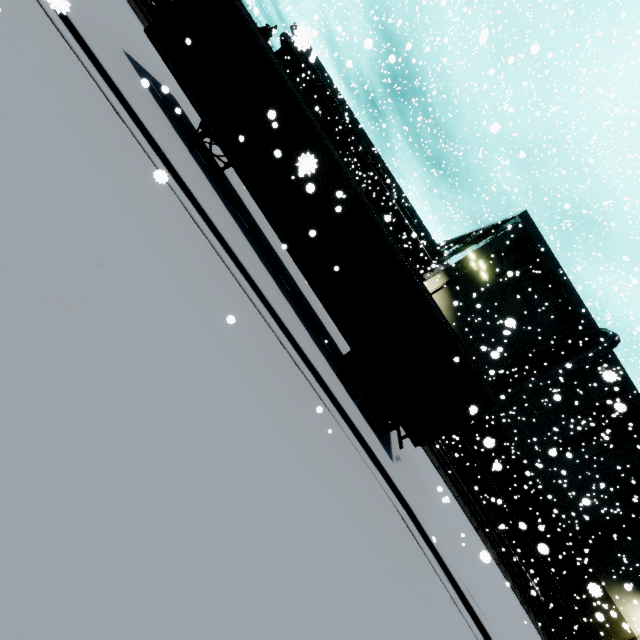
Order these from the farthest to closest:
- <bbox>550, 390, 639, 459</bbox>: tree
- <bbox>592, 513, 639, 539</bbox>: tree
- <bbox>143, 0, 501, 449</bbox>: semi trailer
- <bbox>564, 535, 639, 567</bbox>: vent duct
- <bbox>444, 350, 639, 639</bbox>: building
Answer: <bbox>592, 513, 639, 539</bbox>: tree → <bbox>564, 535, 639, 567</bbox>: vent duct → <bbox>444, 350, 639, 639</bbox>: building → <bbox>550, 390, 639, 459</bbox>: tree → <bbox>143, 0, 501, 449</bbox>: semi trailer

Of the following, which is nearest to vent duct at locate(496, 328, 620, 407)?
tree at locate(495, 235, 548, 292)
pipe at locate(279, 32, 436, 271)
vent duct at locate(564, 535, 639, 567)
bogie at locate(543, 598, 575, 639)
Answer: tree at locate(495, 235, 548, 292)

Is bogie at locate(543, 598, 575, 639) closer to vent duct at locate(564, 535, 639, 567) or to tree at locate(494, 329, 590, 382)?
tree at locate(494, 329, 590, 382)

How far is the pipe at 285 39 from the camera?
34.94m

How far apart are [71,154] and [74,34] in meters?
5.2

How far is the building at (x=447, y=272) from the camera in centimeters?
2609cm

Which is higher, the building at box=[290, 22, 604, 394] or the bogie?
the building at box=[290, 22, 604, 394]

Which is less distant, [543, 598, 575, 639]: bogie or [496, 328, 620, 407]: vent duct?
[543, 598, 575, 639]: bogie
